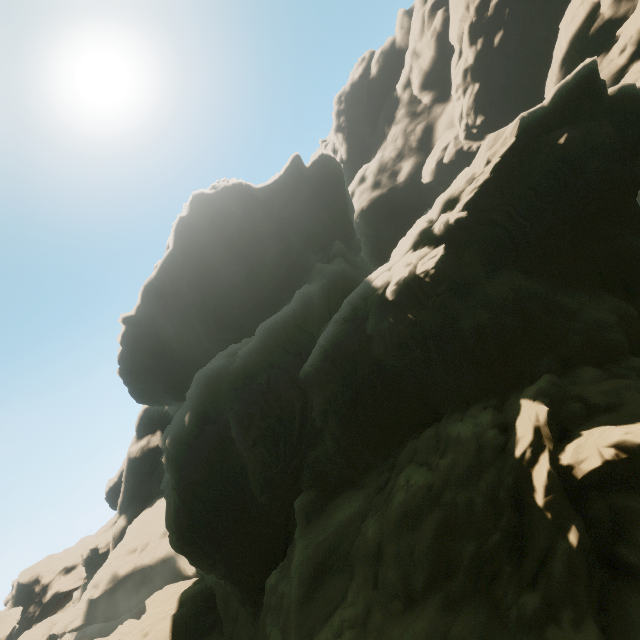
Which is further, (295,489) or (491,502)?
(295,489)
